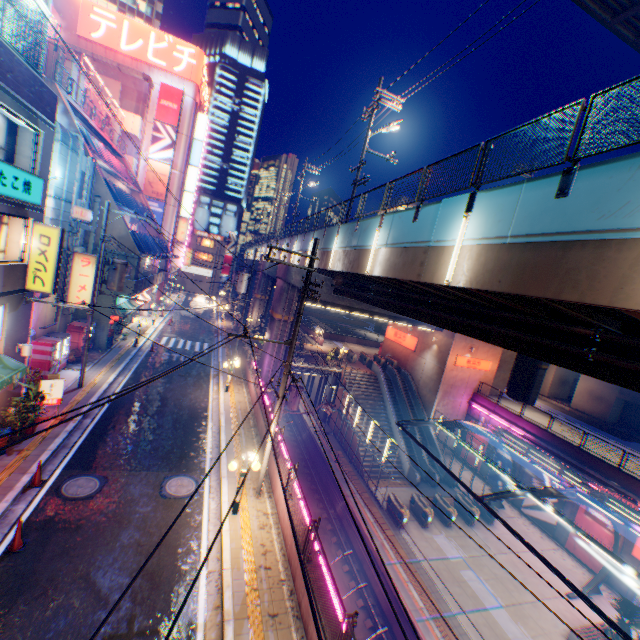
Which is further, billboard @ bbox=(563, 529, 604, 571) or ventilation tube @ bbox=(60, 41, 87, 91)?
ventilation tube @ bbox=(60, 41, 87, 91)

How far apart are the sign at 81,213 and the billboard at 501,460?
36.0m

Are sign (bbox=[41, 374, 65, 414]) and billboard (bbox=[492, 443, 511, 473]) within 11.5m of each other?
no

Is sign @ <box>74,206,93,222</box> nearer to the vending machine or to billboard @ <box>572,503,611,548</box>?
the vending machine

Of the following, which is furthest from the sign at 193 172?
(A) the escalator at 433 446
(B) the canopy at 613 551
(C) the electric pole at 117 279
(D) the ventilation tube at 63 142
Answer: (B) the canopy at 613 551

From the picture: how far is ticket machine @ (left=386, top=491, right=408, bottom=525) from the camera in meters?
20.9 m

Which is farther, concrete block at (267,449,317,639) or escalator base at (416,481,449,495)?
escalator base at (416,481,449,495)

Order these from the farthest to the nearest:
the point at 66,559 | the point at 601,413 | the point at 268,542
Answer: the point at 601,413 → the point at 268,542 → the point at 66,559
